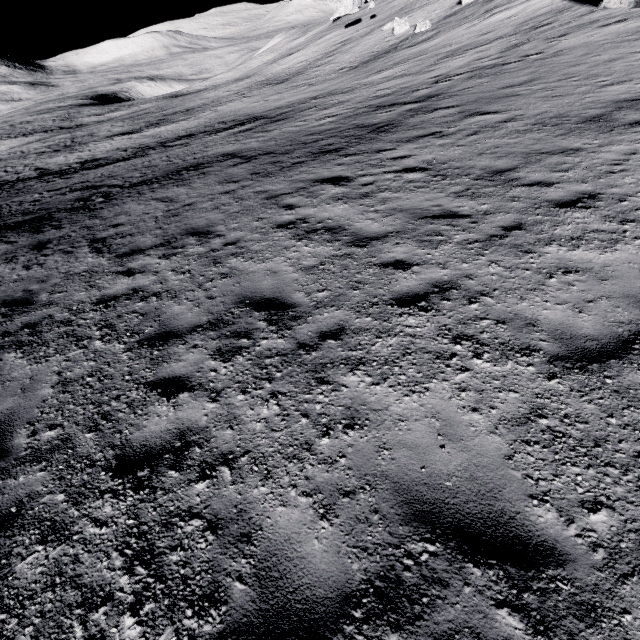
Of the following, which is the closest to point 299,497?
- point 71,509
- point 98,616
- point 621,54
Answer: point 98,616
